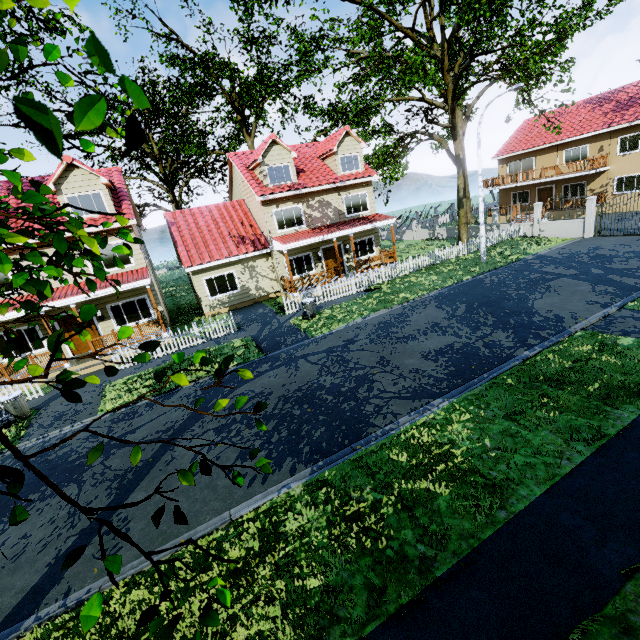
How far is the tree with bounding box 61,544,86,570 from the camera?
1.4 meters

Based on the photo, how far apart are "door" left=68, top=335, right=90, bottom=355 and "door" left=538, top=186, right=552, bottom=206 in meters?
39.1 m

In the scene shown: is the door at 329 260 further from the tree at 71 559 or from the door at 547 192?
the tree at 71 559

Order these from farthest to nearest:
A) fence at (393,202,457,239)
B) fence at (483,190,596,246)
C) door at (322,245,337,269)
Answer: fence at (393,202,457,239), door at (322,245,337,269), fence at (483,190,596,246)

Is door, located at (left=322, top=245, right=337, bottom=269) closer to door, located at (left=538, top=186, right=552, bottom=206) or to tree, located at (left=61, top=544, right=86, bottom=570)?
door, located at (left=538, top=186, right=552, bottom=206)

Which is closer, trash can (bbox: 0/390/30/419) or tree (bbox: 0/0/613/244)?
tree (bbox: 0/0/613/244)

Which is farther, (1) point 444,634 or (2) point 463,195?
(2) point 463,195

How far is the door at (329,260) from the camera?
21.63m
